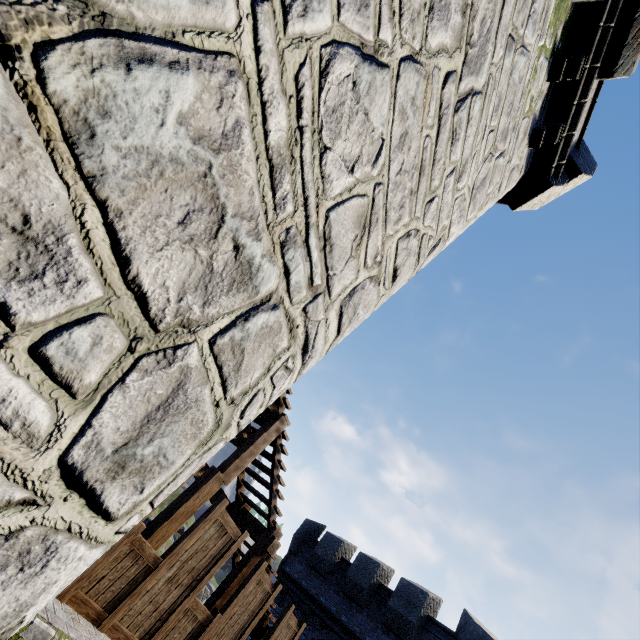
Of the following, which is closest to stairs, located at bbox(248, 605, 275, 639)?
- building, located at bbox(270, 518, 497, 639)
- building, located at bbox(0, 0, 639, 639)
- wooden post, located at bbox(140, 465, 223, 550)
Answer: wooden post, located at bbox(140, 465, 223, 550)

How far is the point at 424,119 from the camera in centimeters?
270cm

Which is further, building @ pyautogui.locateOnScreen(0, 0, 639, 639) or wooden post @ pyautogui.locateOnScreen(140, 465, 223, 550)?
wooden post @ pyautogui.locateOnScreen(140, 465, 223, 550)

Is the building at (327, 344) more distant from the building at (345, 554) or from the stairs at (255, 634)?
the building at (345, 554)

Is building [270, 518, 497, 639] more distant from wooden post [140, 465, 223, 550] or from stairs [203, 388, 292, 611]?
wooden post [140, 465, 223, 550]

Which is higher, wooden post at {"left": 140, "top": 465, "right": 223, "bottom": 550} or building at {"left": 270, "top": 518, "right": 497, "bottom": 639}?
building at {"left": 270, "top": 518, "right": 497, "bottom": 639}

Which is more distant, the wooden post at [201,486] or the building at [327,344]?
the wooden post at [201,486]
